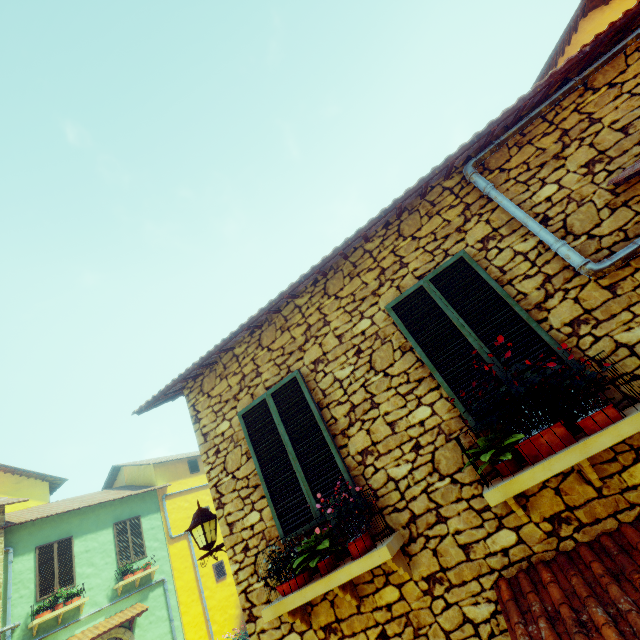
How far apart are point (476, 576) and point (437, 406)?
1.5m

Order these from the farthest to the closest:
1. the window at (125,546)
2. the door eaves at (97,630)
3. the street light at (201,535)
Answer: the window at (125,546) → the door eaves at (97,630) → the street light at (201,535)

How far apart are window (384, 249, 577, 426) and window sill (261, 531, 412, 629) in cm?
124

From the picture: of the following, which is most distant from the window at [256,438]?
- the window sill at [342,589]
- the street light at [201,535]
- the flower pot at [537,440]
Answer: the flower pot at [537,440]

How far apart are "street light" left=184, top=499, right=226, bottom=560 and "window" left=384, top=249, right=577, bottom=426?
3.40m

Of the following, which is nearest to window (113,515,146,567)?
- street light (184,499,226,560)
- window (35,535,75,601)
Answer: window (35,535,75,601)

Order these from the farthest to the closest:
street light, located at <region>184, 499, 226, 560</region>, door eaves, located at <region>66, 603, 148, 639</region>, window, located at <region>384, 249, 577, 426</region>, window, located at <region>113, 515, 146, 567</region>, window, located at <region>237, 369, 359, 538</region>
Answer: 1. window, located at <region>113, 515, 146, 567</region>
2. door eaves, located at <region>66, 603, 148, 639</region>
3. street light, located at <region>184, 499, 226, 560</region>
4. window, located at <region>237, 369, 359, 538</region>
5. window, located at <region>384, 249, 577, 426</region>

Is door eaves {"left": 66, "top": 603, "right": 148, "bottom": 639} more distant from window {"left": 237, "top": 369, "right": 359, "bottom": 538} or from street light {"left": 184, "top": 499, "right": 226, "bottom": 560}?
window {"left": 237, "top": 369, "right": 359, "bottom": 538}
